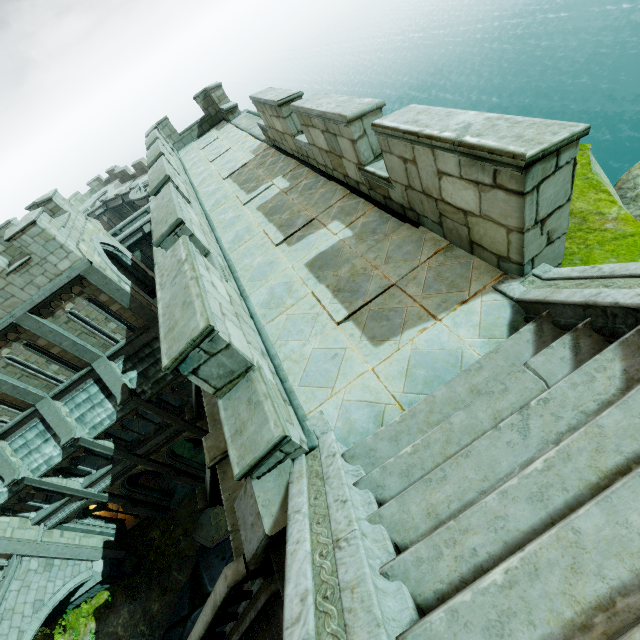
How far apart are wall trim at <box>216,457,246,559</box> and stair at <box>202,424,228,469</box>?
0.0m

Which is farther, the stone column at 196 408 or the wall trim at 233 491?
the stone column at 196 408

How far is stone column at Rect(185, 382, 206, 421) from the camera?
11.7 meters

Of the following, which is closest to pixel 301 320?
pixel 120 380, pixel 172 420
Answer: pixel 120 380

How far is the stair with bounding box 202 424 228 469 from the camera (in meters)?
8.46

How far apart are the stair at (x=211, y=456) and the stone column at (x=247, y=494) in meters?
4.0

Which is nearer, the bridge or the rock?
the rock

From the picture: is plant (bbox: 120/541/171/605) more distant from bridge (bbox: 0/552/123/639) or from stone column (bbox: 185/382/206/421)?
stone column (bbox: 185/382/206/421)
